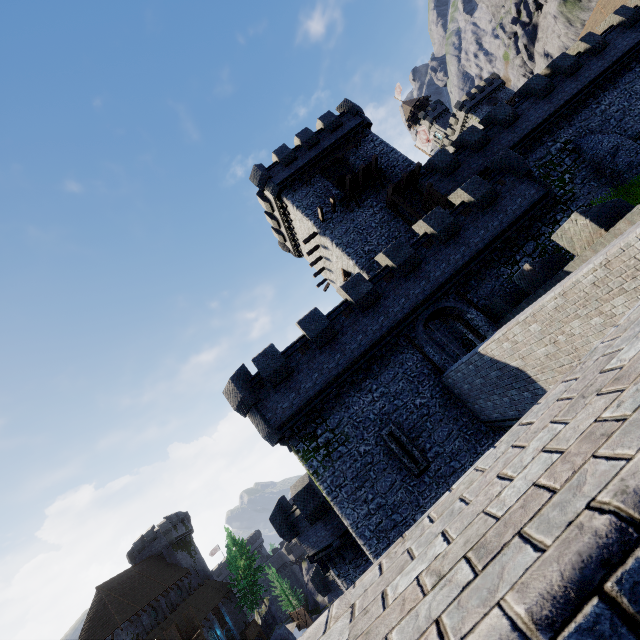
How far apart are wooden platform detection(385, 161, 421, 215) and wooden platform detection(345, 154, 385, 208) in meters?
1.3

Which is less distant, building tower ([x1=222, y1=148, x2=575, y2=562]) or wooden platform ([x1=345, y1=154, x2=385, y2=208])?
building tower ([x1=222, y1=148, x2=575, y2=562])

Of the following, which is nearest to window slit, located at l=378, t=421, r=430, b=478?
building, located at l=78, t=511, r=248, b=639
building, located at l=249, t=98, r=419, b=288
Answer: building, located at l=249, t=98, r=419, b=288

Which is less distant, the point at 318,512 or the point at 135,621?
the point at 318,512

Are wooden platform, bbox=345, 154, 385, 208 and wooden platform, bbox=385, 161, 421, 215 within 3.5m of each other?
yes

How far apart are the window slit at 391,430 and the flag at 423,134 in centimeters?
4128cm

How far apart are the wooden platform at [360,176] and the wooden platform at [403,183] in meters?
1.3

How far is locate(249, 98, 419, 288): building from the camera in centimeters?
2425cm
